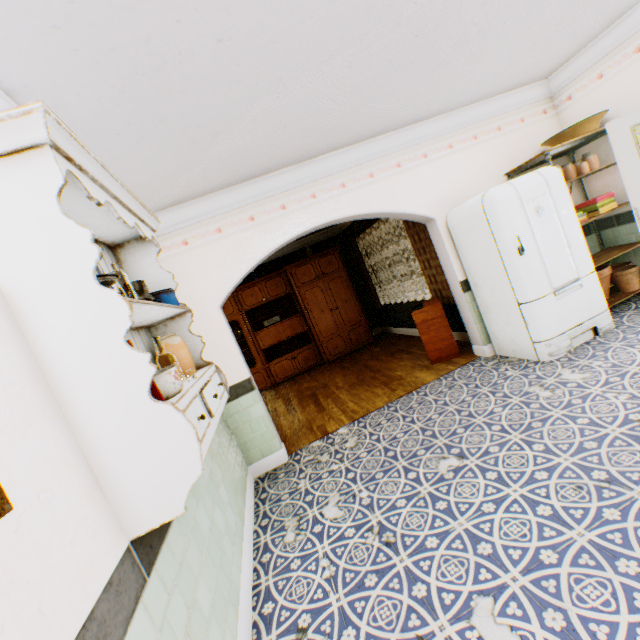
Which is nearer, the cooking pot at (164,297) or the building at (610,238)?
the cooking pot at (164,297)

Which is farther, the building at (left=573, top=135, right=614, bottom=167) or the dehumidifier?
the dehumidifier

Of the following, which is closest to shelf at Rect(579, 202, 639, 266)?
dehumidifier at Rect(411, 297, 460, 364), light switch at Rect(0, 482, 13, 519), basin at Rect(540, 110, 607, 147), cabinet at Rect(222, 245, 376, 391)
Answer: basin at Rect(540, 110, 607, 147)

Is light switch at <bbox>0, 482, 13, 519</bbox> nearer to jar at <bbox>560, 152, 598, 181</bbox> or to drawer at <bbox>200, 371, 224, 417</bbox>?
drawer at <bbox>200, 371, 224, 417</bbox>

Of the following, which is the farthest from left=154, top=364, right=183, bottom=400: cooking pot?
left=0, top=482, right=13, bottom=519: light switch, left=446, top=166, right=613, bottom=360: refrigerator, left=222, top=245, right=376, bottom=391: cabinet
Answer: left=222, top=245, right=376, bottom=391: cabinet

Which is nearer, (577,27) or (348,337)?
(577,27)

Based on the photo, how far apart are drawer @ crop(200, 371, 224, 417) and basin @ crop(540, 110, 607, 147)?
4.9m

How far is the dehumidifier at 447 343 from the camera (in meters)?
4.82
